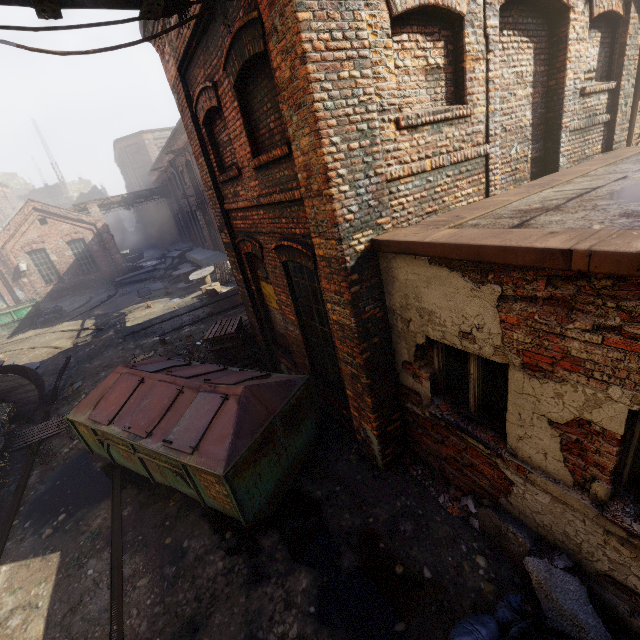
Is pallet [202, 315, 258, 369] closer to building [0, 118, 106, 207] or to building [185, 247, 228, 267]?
building [185, 247, 228, 267]

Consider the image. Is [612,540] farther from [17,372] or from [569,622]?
[17,372]

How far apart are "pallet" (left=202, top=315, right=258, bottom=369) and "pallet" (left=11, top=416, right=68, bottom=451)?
4.17m

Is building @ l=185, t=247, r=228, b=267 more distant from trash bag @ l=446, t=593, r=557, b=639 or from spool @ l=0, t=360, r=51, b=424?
trash bag @ l=446, t=593, r=557, b=639

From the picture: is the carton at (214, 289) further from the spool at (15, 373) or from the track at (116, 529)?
the track at (116, 529)

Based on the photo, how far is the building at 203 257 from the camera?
19.8m

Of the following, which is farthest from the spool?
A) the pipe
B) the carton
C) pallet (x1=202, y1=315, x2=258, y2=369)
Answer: the pipe

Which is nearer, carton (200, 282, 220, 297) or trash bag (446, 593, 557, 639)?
trash bag (446, 593, 557, 639)
